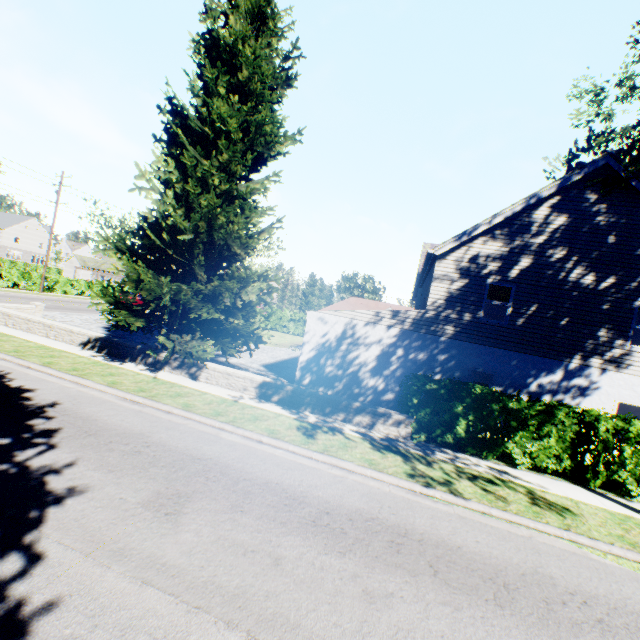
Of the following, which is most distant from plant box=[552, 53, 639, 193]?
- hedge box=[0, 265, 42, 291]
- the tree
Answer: hedge box=[0, 265, 42, 291]

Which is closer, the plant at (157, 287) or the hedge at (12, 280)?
the plant at (157, 287)

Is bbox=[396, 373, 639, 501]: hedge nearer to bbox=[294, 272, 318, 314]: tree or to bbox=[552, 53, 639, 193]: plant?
bbox=[294, 272, 318, 314]: tree

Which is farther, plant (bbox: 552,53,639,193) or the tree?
the tree

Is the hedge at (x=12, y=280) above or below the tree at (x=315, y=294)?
below

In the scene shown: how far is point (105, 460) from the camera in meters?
5.9 m
